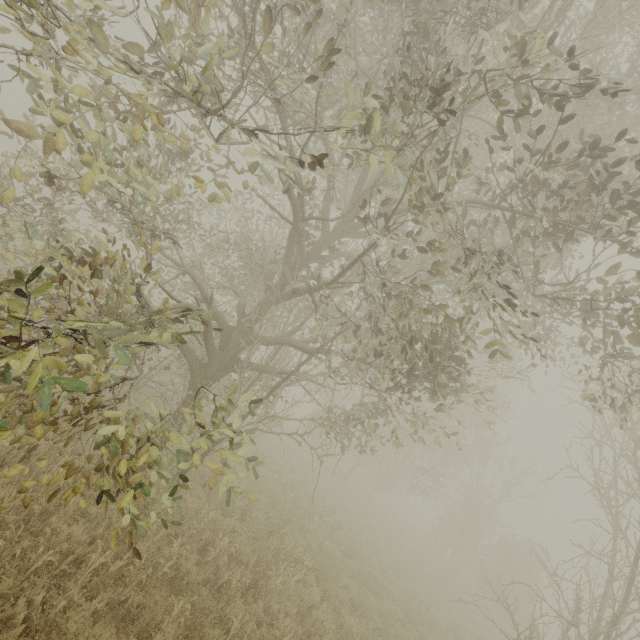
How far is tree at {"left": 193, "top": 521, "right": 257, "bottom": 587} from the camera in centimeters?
596cm

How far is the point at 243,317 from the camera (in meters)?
7.89

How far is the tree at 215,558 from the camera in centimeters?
596cm

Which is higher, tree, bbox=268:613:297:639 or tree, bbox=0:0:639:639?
tree, bbox=0:0:639:639

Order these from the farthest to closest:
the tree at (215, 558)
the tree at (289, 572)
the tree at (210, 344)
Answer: the tree at (215, 558), the tree at (289, 572), the tree at (210, 344)

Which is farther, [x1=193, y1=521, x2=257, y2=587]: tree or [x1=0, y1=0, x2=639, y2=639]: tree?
[x1=193, y1=521, x2=257, y2=587]: tree

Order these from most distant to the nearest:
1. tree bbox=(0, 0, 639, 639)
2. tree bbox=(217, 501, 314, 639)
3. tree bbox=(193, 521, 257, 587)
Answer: tree bbox=(193, 521, 257, 587)
tree bbox=(217, 501, 314, 639)
tree bbox=(0, 0, 639, 639)
